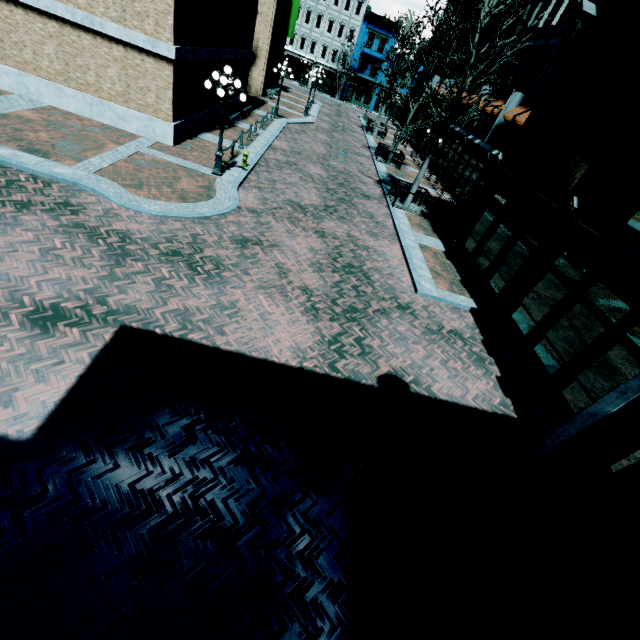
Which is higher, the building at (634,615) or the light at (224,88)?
the light at (224,88)

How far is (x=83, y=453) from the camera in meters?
4.6 m

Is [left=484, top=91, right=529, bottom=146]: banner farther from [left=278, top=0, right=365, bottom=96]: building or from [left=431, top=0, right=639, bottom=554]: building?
[left=278, top=0, right=365, bottom=96]: building

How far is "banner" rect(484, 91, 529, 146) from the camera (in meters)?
19.00

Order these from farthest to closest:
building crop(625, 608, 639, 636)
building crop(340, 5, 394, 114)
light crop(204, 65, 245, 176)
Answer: building crop(340, 5, 394, 114) < light crop(204, 65, 245, 176) < building crop(625, 608, 639, 636)

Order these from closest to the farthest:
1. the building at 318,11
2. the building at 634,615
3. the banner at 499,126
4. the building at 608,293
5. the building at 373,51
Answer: the building at 634,615 → the building at 608,293 → the banner at 499,126 → the building at 318,11 → the building at 373,51

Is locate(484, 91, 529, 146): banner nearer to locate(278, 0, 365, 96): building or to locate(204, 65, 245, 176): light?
locate(204, 65, 245, 176): light

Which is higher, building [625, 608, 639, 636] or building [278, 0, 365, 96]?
building [278, 0, 365, 96]
